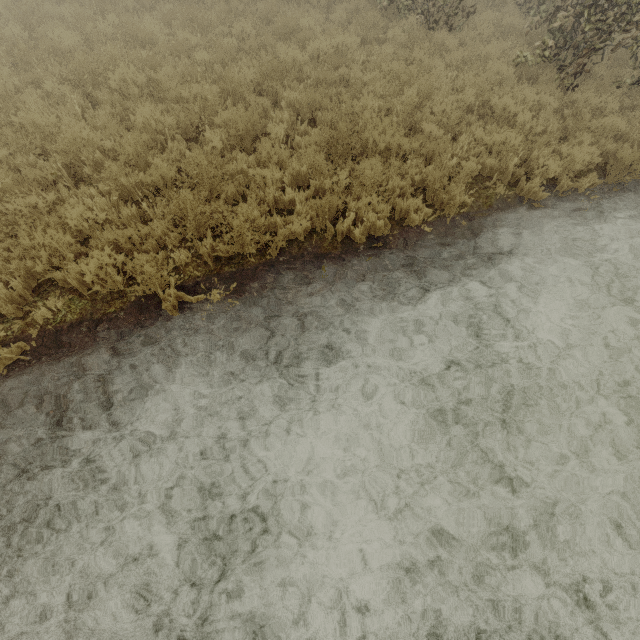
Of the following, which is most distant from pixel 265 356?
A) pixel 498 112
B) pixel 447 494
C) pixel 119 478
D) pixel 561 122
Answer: pixel 561 122
